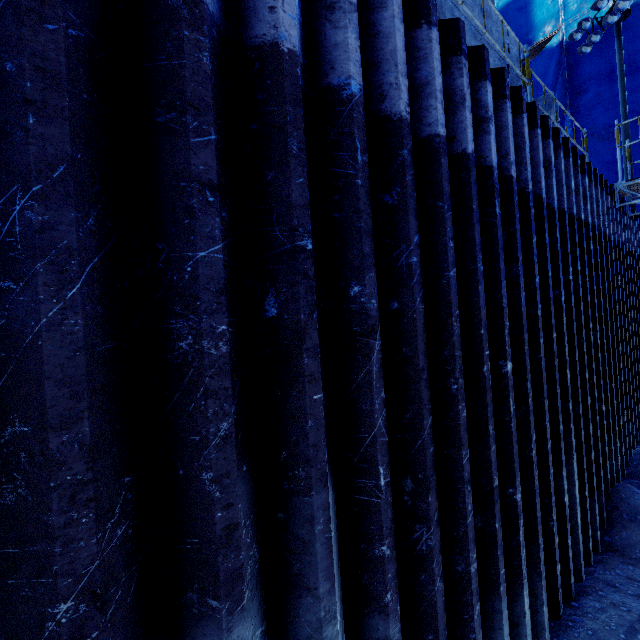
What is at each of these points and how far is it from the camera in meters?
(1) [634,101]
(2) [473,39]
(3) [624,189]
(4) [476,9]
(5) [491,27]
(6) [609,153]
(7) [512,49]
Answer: (1) tarp, 19.1
(2) concrete beam, 4.7
(3) scaffolding, 7.2
(4) concrete beam, 4.8
(5) concrete beam, 5.1
(6) tarp, 20.0
(7) concrete beam, 5.8

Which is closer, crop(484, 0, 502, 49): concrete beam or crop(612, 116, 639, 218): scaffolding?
crop(484, 0, 502, 49): concrete beam

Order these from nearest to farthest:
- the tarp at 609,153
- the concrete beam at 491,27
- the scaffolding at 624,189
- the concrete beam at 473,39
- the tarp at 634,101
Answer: the concrete beam at 473,39 < the concrete beam at 491,27 < the scaffolding at 624,189 < the tarp at 634,101 < the tarp at 609,153

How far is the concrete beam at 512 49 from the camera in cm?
552

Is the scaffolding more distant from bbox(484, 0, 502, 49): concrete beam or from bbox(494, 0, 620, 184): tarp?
bbox(494, 0, 620, 184): tarp

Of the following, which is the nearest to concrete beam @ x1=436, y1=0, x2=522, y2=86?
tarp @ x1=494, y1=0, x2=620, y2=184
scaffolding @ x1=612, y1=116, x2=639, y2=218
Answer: scaffolding @ x1=612, y1=116, x2=639, y2=218
